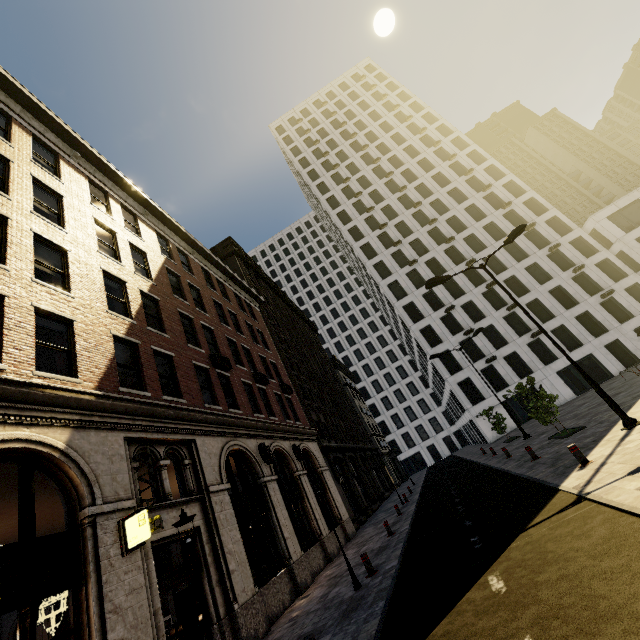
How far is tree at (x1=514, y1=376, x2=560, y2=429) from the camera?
15.2m

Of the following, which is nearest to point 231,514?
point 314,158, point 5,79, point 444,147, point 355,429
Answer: point 5,79

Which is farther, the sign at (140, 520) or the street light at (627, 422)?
the street light at (627, 422)

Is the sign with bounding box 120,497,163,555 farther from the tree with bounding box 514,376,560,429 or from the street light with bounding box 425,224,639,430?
the street light with bounding box 425,224,639,430

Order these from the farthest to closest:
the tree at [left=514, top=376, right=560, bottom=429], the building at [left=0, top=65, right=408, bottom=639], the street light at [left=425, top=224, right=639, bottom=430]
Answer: the tree at [left=514, top=376, right=560, bottom=429], the street light at [left=425, top=224, right=639, bottom=430], the building at [left=0, top=65, right=408, bottom=639]

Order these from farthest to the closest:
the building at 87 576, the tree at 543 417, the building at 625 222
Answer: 1. the building at 625 222
2. the tree at 543 417
3. the building at 87 576

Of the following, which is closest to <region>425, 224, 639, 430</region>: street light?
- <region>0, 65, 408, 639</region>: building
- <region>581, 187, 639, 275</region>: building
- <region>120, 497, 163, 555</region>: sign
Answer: <region>0, 65, 408, 639</region>: building

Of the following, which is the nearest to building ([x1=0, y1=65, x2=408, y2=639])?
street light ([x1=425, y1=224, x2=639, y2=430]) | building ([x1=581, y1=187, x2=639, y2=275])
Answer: building ([x1=581, y1=187, x2=639, y2=275])
